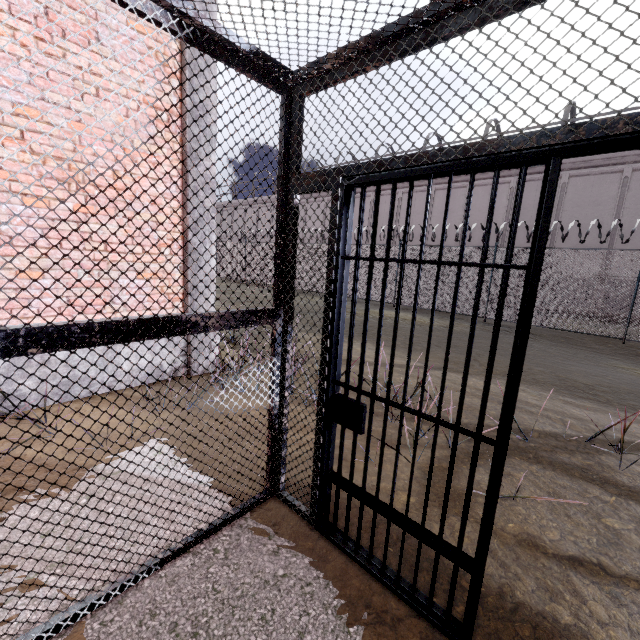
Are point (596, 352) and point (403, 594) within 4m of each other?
no

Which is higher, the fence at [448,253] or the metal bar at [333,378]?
the fence at [448,253]

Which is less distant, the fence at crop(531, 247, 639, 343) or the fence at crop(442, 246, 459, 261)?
the fence at crop(531, 247, 639, 343)

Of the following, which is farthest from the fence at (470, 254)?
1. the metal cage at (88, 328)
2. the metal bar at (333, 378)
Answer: the metal bar at (333, 378)

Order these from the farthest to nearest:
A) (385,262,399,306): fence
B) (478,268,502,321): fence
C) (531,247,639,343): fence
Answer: (385,262,399,306): fence → (478,268,502,321): fence → (531,247,639,343): fence

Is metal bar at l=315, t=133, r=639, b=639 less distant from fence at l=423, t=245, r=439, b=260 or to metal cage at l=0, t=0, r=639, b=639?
metal cage at l=0, t=0, r=639, b=639

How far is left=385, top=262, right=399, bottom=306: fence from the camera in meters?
14.9 m
